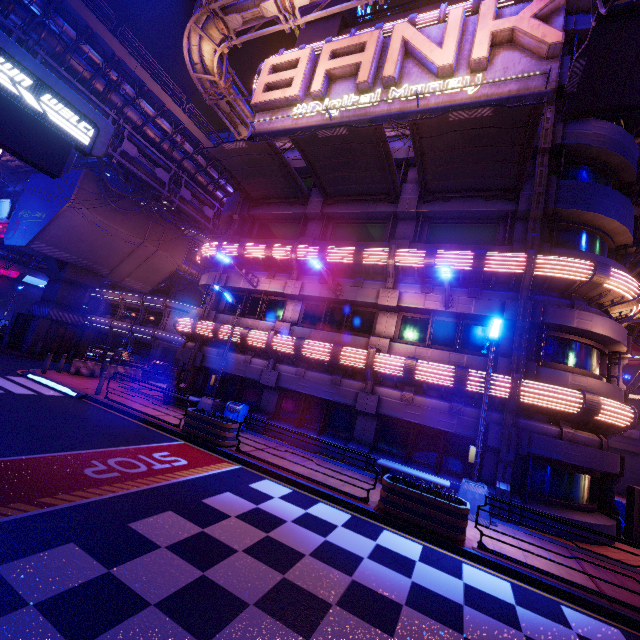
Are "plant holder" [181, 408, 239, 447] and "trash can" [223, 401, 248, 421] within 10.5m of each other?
yes

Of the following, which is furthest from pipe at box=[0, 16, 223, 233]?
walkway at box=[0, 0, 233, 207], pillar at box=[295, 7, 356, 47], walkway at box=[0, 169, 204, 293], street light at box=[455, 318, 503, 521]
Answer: street light at box=[455, 318, 503, 521]

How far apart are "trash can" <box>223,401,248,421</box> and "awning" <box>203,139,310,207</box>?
10.91m

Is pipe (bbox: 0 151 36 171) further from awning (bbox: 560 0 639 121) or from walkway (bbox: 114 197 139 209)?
awning (bbox: 560 0 639 121)

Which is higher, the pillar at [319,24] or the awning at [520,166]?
the pillar at [319,24]

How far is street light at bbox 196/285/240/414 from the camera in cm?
1501

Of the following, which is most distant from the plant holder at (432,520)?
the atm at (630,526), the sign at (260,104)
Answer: the sign at (260,104)

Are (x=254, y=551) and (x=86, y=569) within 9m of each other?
yes
